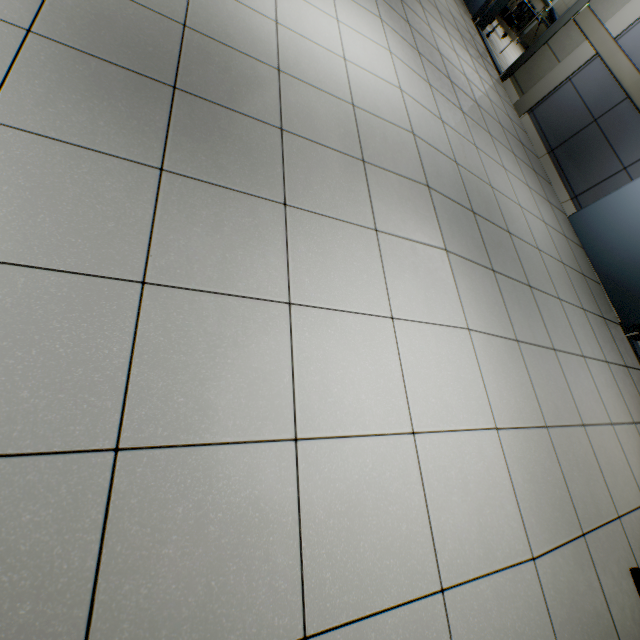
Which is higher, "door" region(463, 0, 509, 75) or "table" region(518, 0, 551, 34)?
"table" region(518, 0, 551, 34)

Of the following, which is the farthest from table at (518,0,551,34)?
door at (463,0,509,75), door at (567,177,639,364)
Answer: door at (567,177,639,364)

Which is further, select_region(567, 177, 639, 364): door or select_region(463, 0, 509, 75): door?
select_region(463, 0, 509, 75): door

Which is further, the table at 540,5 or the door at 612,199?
the table at 540,5

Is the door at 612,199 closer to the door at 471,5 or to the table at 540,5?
Result: the door at 471,5

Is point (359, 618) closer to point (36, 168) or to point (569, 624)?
point (569, 624)
